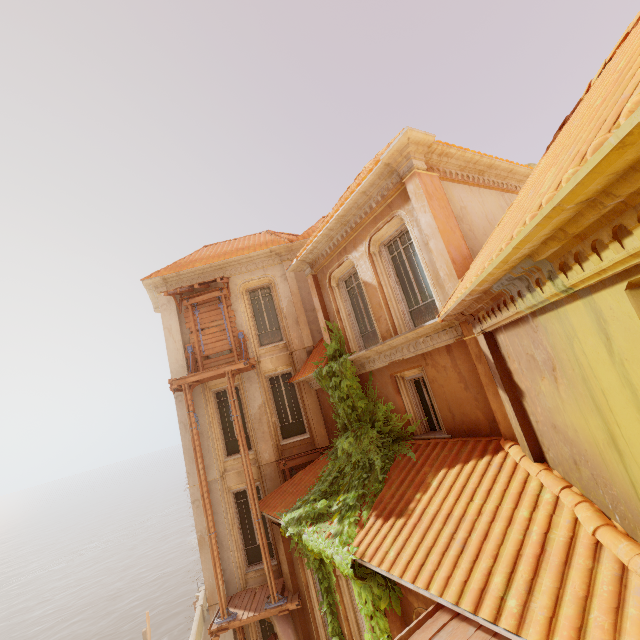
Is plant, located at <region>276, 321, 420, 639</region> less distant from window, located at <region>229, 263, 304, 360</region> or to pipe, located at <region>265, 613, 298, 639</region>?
pipe, located at <region>265, 613, 298, 639</region>

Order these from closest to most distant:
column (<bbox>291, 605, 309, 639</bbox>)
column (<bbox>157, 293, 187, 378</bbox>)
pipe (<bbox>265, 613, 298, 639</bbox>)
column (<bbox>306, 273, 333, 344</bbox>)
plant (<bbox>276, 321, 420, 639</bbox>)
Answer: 1. plant (<bbox>276, 321, 420, 639</bbox>)
2. pipe (<bbox>265, 613, 298, 639</bbox>)
3. column (<bbox>291, 605, 309, 639</bbox>)
4. column (<bbox>306, 273, 333, 344</bbox>)
5. column (<bbox>157, 293, 187, 378</bbox>)

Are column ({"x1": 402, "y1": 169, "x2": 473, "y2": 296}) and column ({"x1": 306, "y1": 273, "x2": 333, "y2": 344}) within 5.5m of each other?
yes

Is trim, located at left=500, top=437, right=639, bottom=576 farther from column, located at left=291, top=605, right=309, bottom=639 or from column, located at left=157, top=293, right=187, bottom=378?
column, located at left=157, top=293, right=187, bottom=378

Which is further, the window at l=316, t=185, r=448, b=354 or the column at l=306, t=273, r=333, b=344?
the column at l=306, t=273, r=333, b=344

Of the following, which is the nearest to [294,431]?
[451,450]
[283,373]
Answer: [283,373]

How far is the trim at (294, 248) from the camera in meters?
13.6

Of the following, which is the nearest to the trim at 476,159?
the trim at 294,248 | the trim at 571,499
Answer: the trim at 294,248
